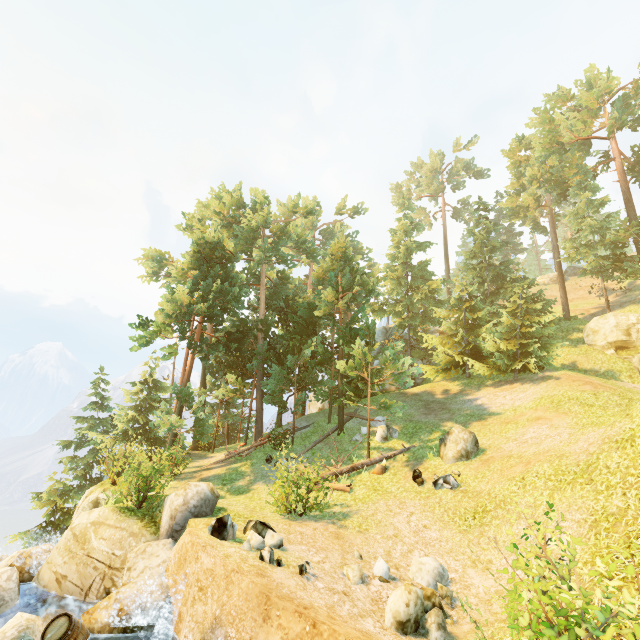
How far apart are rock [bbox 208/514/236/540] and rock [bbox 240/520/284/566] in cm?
38

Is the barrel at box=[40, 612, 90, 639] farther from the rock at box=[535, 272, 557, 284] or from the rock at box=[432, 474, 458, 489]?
the rock at box=[535, 272, 557, 284]

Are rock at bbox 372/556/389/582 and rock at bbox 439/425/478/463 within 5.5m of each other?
no

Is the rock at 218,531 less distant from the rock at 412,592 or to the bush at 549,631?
the rock at 412,592

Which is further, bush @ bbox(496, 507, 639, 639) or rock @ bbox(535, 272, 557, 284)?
rock @ bbox(535, 272, 557, 284)

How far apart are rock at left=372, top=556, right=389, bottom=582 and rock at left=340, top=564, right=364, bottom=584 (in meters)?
0.33

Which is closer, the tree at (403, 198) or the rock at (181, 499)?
the rock at (181, 499)

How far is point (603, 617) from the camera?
3.92m
